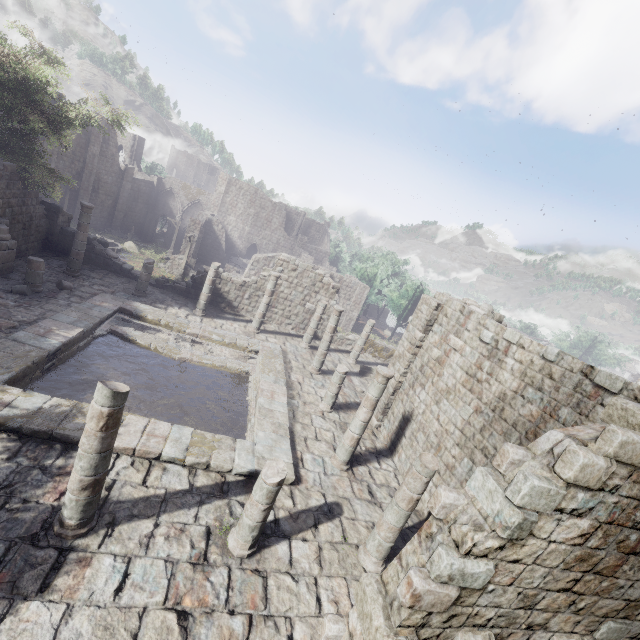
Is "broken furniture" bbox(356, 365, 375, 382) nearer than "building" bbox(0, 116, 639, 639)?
No

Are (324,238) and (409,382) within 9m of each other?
no

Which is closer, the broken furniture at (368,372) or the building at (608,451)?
the building at (608,451)

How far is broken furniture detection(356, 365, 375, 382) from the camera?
20.4m

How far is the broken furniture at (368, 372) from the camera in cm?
2044
